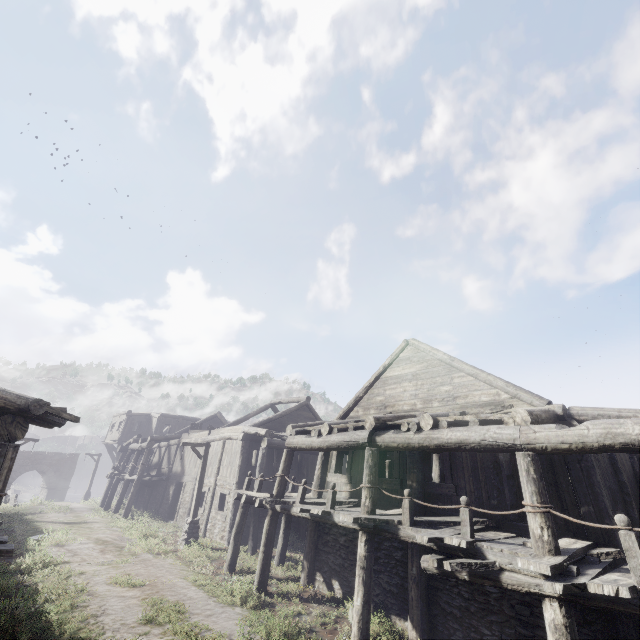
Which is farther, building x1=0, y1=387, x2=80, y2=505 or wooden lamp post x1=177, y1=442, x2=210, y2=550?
wooden lamp post x1=177, y1=442, x2=210, y2=550

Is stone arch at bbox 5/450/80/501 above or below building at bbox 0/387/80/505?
below

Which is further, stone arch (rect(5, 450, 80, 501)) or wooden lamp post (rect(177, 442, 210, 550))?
stone arch (rect(5, 450, 80, 501))

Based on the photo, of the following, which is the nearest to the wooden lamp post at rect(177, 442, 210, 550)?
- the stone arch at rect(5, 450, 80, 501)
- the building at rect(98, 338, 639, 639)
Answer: the building at rect(98, 338, 639, 639)

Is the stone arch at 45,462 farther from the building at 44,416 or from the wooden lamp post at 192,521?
the wooden lamp post at 192,521

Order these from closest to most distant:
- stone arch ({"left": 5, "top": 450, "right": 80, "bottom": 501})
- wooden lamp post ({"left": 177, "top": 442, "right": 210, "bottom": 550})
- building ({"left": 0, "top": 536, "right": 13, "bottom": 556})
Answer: building ({"left": 0, "top": 536, "right": 13, "bottom": 556}) < wooden lamp post ({"left": 177, "top": 442, "right": 210, "bottom": 550}) < stone arch ({"left": 5, "top": 450, "right": 80, "bottom": 501})

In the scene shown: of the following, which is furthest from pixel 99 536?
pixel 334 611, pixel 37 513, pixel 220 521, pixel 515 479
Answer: pixel 515 479

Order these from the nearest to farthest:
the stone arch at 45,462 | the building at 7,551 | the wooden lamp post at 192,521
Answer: the building at 7,551
the wooden lamp post at 192,521
the stone arch at 45,462
